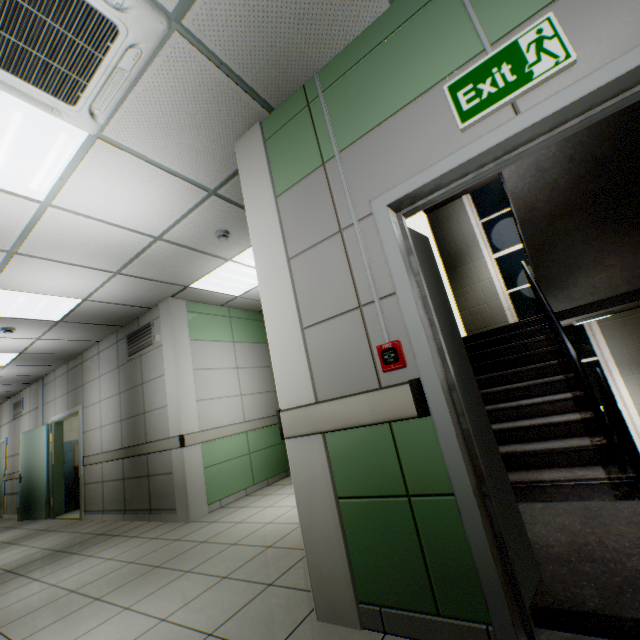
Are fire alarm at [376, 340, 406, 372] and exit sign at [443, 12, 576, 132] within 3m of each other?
yes

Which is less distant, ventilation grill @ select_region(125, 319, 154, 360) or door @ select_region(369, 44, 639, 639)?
door @ select_region(369, 44, 639, 639)

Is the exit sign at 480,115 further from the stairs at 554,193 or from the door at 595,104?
the stairs at 554,193

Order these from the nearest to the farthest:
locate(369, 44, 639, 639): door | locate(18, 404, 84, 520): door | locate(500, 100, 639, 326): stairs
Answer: locate(369, 44, 639, 639): door → locate(500, 100, 639, 326): stairs → locate(18, 404, 84, 520): door

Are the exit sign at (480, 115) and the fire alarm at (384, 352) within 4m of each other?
yes

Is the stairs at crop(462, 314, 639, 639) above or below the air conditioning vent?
below

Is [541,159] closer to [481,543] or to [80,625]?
[481,543]

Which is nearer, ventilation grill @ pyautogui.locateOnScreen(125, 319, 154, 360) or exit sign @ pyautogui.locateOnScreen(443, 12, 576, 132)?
exit sign @ pyautogui.locateOnScreen(443, 12, 576, 132)
